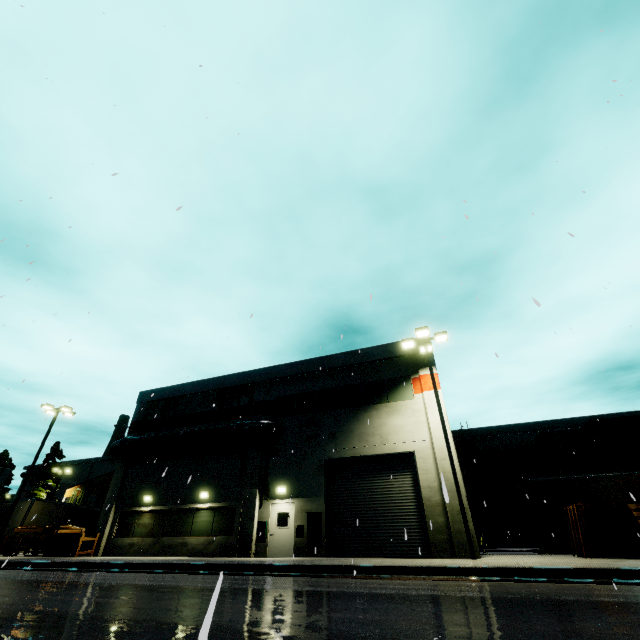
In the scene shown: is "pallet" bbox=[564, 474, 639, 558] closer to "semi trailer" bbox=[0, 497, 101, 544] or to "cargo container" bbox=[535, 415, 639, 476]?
"semi trailer" bbox=[0, 497, 101, 544]

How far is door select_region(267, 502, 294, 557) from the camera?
16.5m

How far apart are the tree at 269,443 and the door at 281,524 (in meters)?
0.12

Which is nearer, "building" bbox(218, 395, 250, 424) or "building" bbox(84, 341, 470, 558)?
"building" bbox(84, 341, 470, 558)

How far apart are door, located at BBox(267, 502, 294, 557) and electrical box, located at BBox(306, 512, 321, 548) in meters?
0.1

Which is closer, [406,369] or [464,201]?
[464,201]

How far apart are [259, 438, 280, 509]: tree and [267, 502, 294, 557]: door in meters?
0.1 m

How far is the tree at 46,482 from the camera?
45.8 meters
